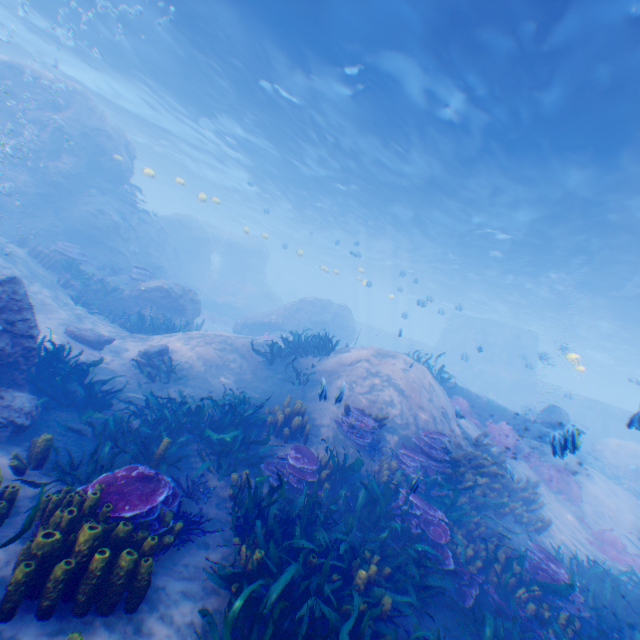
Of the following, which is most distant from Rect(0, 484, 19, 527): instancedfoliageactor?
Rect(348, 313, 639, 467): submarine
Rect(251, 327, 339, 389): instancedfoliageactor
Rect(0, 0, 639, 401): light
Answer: Rect(0, 0, 639, 401): light

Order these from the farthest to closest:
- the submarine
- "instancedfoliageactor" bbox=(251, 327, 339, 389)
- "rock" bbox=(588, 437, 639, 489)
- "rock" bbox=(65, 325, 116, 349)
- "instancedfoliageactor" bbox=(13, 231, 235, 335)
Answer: the submarine
"rock" bbox=(588, 437, 639, 489)
"instancedfoliageactor" bbox=(13, 231, 235, 335)
"instancedfoliageactor" bbox=(251, 327, 339, 389)
"rock" bbox=(65, 325, 116, 349)

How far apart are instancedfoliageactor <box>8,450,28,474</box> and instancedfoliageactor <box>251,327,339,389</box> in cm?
802

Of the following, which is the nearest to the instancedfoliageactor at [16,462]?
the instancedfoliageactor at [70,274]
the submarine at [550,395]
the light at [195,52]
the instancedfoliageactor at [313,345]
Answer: the submarine at [550,395]

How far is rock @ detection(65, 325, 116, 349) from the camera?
9.7 meters

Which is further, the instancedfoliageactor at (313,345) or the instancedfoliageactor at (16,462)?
the instancedfoliageactor at (313,345)

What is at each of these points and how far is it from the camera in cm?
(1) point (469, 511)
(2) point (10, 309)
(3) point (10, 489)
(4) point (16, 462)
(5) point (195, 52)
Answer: (1) instancedfoliageactor, 789
(2) rock, 585
(3) instancedfoliageactor, 375
(4) instancedfoliageactor, 449
(5) light, 1439

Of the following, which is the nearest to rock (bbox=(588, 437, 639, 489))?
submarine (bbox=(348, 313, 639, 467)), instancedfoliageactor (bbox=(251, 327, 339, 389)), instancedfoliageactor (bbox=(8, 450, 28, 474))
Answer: submarine (bbox=(348, 313, 639, 467))
